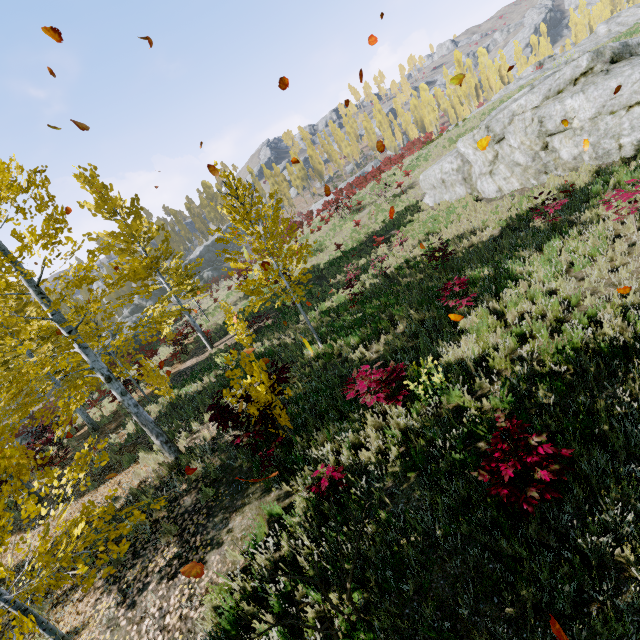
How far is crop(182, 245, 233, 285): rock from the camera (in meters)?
50.91

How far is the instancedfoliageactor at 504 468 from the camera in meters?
3.3

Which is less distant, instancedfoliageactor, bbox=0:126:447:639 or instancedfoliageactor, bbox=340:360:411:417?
instancedfoliageactor, bbox=0:126:447:639

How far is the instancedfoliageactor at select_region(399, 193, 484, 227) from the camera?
15.0 meters

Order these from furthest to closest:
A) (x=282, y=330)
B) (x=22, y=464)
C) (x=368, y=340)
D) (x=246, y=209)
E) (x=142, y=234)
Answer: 1. (x=142, y=234)
2. (x=282, y=330)
3. (x=368, y=340)
4. (x=246, y=209)
5. (x=22, y=464)

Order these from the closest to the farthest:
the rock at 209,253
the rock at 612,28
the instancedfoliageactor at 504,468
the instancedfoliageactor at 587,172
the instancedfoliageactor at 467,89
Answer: the instancedfoliageactor at 504,468 → the instancedfoliageactor at 587,172 → the rock at 612,28 → the rock at 209,253 → the instancedfoliageactor at 467,89

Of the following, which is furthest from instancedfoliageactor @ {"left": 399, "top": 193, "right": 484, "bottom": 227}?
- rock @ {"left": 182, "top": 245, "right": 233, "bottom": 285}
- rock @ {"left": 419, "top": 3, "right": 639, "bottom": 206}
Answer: rock @ {"left": 419, "top": 3, "right": 639, "bottom": 206}
